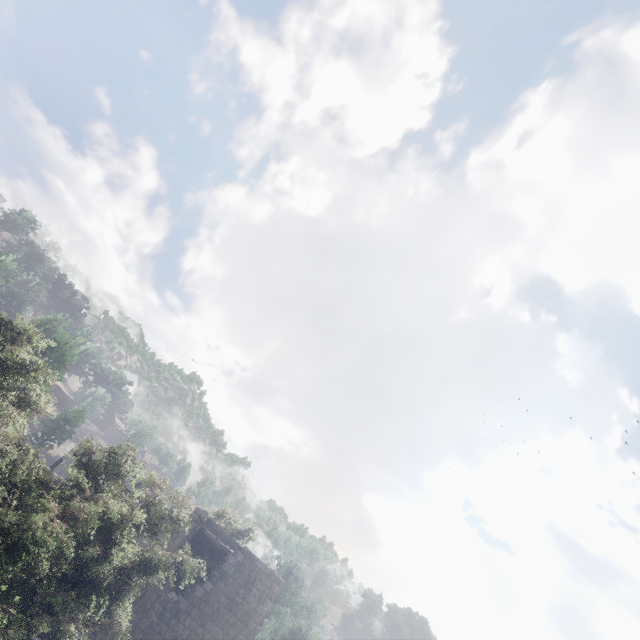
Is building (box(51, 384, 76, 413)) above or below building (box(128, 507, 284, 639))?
above

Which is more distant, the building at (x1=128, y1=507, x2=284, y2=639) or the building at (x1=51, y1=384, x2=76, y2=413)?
the building at (x1=51, y1=384, x2=76, y2=413)

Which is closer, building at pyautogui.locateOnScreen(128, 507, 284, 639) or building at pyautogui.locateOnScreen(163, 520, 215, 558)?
building at pyautogui.locateOnScreen(128, 507, 284, 639)

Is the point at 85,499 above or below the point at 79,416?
below

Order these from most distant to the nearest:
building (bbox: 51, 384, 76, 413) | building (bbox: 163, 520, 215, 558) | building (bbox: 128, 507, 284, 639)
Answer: building (bbox: 51, 384, 76, 413)
building (bbox: 163, 520, 215, 558)
building (bbox: 128, 507, 284, 639)

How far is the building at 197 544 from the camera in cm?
2175

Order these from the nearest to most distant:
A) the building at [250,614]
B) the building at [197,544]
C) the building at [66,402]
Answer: the building at [250,614] < the building at [197,544] < the building at [66,402]
